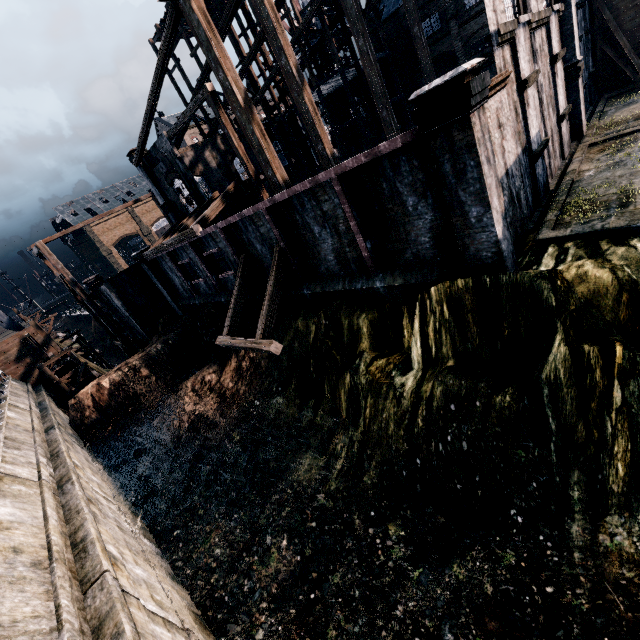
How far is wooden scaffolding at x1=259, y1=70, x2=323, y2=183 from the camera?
31.8m

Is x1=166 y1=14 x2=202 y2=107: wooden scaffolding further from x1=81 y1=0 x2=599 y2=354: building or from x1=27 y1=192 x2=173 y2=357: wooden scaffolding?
x1=27 y1=192 x2=173 y2=357: wooden scaffolding

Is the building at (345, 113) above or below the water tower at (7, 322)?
above

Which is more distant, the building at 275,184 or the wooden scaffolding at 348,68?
the wooden scaffolding at 348,68

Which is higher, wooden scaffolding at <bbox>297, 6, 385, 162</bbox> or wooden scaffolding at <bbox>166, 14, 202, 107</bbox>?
wooden scaffolding at <bbox>166, 14, 202, 107</bbox>

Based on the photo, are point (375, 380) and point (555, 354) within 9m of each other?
yes

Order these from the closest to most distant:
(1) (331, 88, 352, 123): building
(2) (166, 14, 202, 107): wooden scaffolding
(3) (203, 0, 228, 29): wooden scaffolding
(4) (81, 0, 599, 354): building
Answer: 1. (4) (81, 0, 599, 354): building
2. (3) (203, 0, 228, 29): wooden scaffolding
3. (2) (166, 14, 202, 107): wooden scaffolding
4. (1) (331, 88, 352, 123): building
